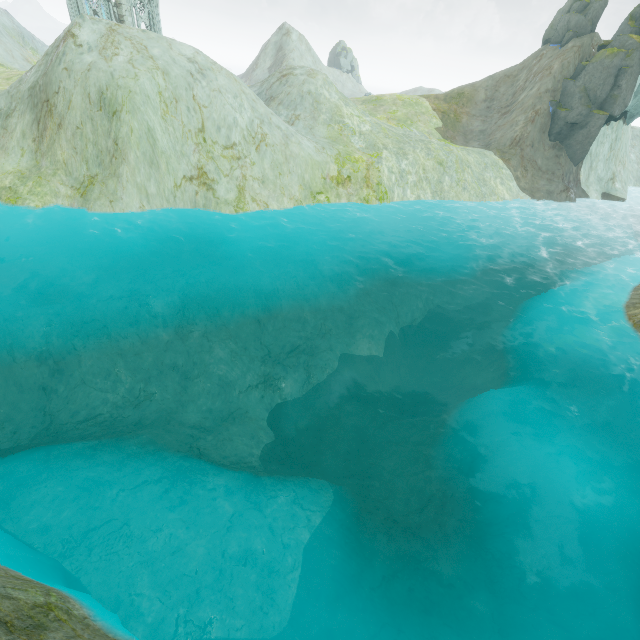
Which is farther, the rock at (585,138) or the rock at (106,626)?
the rock at (585,138)

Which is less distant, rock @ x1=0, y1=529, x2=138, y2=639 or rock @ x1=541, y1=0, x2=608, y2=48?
rock @ x1=0, y1=529, x2=138, y2=639

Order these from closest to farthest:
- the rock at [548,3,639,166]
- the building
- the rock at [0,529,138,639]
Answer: the rock at [0,529,138,639] → the rock at [548,3,639,166] → the building

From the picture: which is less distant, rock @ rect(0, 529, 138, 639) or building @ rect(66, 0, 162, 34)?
rock @ rect(0, 529, 138, 639)

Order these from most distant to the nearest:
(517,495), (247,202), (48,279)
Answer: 1. (247,202)
2. (48,279)
3. (517,495)

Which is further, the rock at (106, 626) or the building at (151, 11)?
the building at (151, 11)
